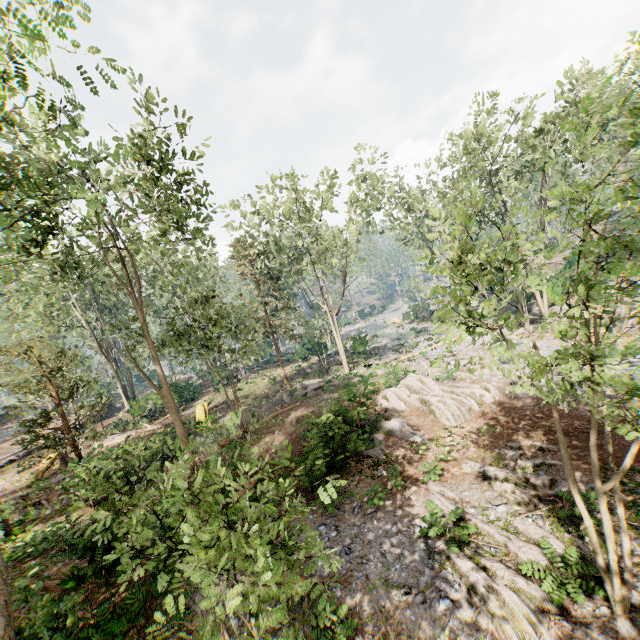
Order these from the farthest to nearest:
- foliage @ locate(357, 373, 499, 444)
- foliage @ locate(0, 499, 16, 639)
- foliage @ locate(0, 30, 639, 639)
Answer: foliage @ locate(357, 373, 499, 444) → foliage @ locate(0, 499, 16, 639) → foliage @ locate(0, 30, 639, 639)

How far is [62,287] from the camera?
29.5m

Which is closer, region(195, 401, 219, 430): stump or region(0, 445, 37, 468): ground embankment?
region(195, 401, 219, 430): stump

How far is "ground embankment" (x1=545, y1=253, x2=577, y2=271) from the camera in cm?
3925

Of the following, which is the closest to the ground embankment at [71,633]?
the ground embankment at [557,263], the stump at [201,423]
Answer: the stump at [201,423]

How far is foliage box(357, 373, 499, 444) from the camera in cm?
1617

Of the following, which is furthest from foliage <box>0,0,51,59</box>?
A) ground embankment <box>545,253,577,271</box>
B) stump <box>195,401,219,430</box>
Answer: stump <box>195,401,219,430</box>

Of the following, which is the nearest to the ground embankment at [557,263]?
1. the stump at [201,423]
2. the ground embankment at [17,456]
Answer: the stump at [201,423]
